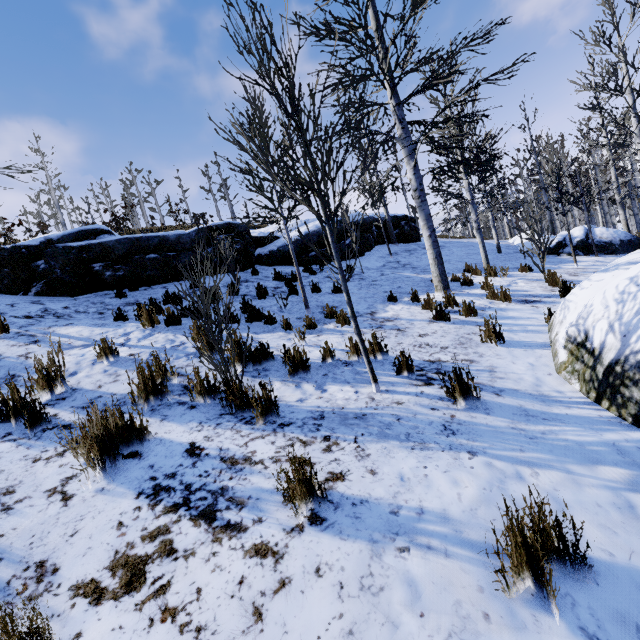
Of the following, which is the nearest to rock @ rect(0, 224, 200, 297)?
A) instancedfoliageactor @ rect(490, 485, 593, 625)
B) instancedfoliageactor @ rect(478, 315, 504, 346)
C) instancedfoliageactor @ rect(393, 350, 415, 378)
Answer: instancedfoliageactor @ rect(393, 350, 415, 378)

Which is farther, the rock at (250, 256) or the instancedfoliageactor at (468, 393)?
the rock at (250, 256)

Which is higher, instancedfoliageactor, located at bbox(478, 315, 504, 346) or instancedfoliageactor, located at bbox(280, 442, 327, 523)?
instancedfoliageactor, located at bbox(280, 442, 327, 523)

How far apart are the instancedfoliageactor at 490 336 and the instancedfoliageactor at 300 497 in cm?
385

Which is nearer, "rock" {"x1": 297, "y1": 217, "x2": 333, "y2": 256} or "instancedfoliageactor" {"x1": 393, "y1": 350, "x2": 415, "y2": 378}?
"instancedfoliageactor" {"x1": 393, "y1": 350, "x2": 415, "y2": 378}

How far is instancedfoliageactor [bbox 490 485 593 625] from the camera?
1.5 meters

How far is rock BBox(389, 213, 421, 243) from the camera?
17.34m

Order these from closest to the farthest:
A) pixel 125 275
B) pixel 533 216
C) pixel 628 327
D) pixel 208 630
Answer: pixel 208 630 < pixel 628 327 < pixel 125 275 < pixel 533 216
